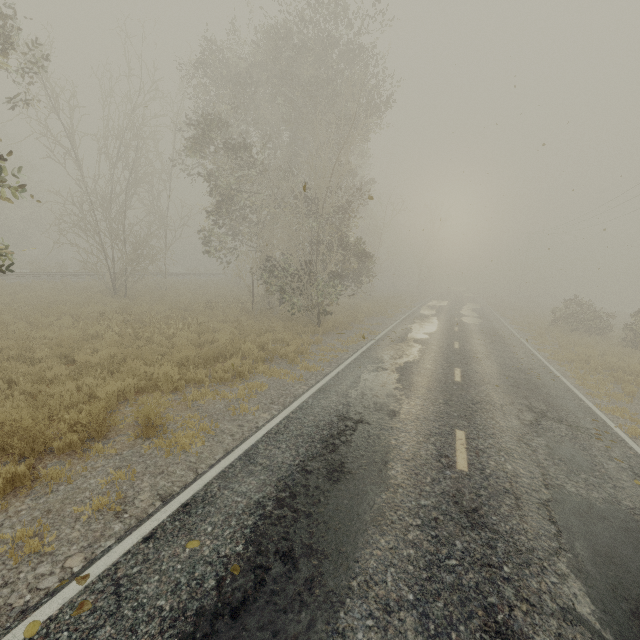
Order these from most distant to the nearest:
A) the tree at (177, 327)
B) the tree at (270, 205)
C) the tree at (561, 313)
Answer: the tree at (561, 313)
the tree at (270, 205)
the tree at (177, 327)

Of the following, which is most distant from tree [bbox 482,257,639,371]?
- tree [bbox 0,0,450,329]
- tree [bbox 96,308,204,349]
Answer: tree [bbox 96,308,204,349]

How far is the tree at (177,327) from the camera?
A: 11.4 meters

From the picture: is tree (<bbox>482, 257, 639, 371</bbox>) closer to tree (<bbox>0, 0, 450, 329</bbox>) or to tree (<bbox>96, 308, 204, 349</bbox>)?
tree (<bbox>0, 0, 450, 329</bbox>)

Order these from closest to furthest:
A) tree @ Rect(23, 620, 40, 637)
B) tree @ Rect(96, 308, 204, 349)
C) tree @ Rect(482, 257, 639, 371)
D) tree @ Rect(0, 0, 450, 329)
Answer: tree @ Rect(23, 620, 40, 637)
tree @ Rect(96, 308, 204, 349)
tree @ Rect(0, 0, 450, 329)
tree @ Rect(482, 257, 639, 371)

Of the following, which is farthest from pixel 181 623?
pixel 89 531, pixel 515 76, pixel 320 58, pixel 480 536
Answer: pixel 320 58
